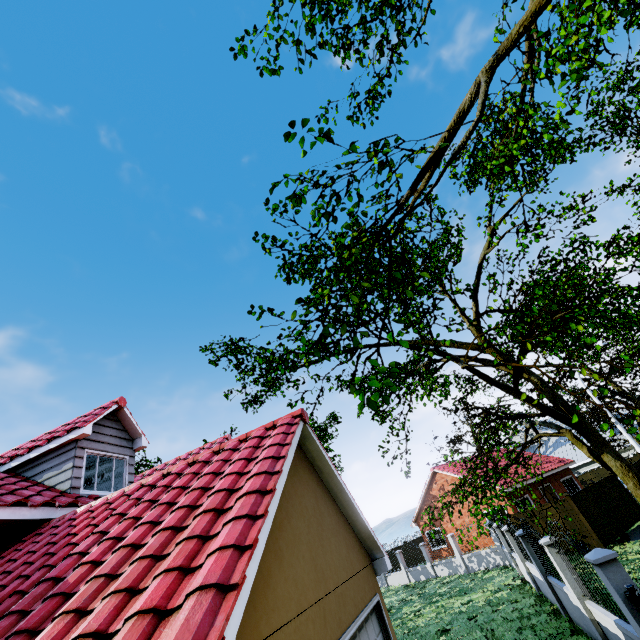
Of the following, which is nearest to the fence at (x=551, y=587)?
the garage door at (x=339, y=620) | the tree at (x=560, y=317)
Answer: the tree at (x=560, y=317)

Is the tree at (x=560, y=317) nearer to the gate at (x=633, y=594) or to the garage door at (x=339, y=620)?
the gate at (x=633, y=594)

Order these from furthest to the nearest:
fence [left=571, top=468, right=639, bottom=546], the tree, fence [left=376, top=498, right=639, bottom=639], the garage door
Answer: fence [left=571, top=468, right=639, bottom=546]
fence [left=376, top=498, right=639, bottom=639]
the tree
the garage door

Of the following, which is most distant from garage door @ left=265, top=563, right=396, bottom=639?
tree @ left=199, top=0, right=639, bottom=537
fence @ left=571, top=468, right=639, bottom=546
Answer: fence @ left=571, top=468, right=639, bottom=546

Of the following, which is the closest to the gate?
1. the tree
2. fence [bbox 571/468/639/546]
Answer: fence [bbox 571/468/639/546]

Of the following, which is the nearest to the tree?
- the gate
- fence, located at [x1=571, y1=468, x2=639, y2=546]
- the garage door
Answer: fence, located at [x1=571, y1=468, x2=639, y2=546]

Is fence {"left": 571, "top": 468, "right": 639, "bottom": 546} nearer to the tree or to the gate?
the gate

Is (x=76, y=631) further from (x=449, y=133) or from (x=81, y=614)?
(x=449, y=133)
